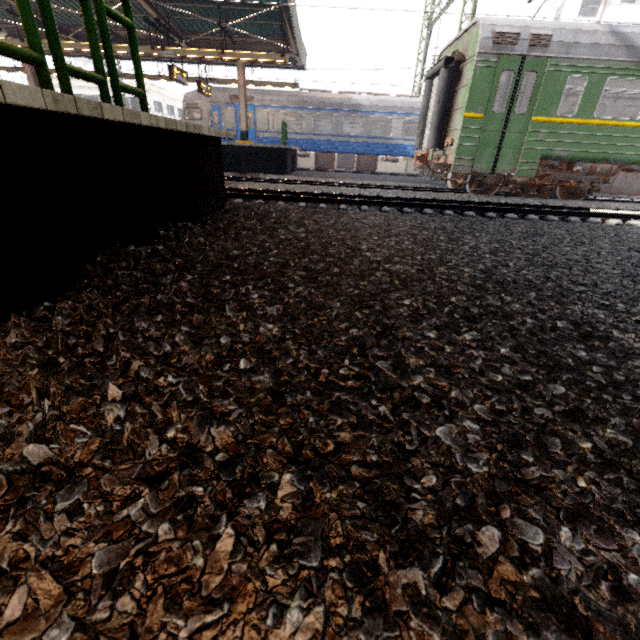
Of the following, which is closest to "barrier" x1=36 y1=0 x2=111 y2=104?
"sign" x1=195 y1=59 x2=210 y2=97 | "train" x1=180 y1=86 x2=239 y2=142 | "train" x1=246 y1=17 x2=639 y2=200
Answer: "train" x1=246 y1=17 x2=639 y2=200

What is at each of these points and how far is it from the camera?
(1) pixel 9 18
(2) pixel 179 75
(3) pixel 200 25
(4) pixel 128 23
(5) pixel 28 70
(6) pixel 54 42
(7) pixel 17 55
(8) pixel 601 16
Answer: Result:
(1) awning structure, 13.4 meters
(2) sign, 13.4 meters
(3) awning structure, 13.1 meters
(4) barrier, 3.1 meters
(5) awning structure, 14.7 meters
(6) barrier, 2.3 meters
(7) barrier, 2.0 meters
(8) building, 30.7 meters

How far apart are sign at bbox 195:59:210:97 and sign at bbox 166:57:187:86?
1.6 meters

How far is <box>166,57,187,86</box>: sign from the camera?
12.9 meters

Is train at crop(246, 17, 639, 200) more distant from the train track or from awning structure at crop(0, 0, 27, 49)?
awning structure at crop(0, 0, 27, 49)

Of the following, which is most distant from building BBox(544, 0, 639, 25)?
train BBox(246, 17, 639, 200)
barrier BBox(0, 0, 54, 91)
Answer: barrier BBox(0, 0, 54, 91)

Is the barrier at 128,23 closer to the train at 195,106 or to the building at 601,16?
the train at 195,106

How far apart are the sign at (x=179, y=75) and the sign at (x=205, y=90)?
1.6 meters
